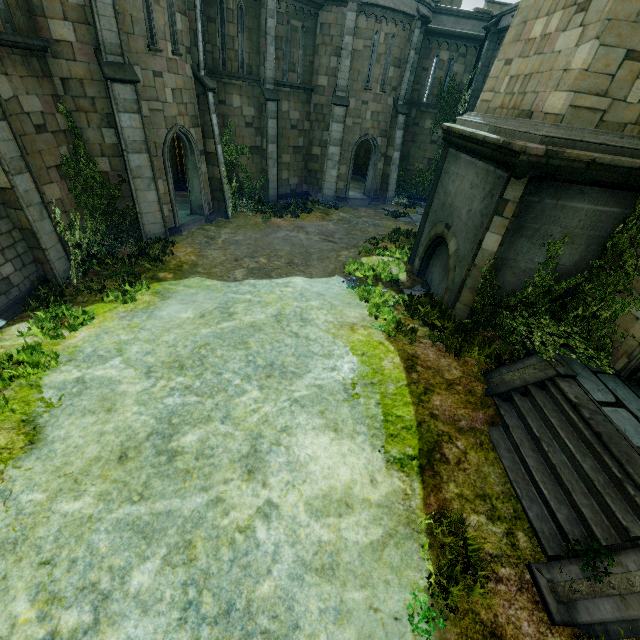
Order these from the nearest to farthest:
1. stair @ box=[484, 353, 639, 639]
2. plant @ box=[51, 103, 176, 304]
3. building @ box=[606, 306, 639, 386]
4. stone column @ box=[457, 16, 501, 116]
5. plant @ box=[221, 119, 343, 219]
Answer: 1. stair @ box=[484, 353, 639, 639]
2. building @ box=[606, 306, 639, 386]
3. plant @ box=[51, 103, 176, 304]
4. plant @ box=[221, 119, 343, 219]
5. stone column @ box=[457, 16, 501, 116]

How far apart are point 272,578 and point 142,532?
1.9 meters

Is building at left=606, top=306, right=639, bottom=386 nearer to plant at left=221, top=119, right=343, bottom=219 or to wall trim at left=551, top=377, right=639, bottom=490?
wall trim at left=551, top=377, right=639, bottom=490

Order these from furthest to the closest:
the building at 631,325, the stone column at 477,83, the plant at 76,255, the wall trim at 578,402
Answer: the stone column at 477,83 → the plant at 76,255 → the building at 631,325 → the wall trim at 578,402

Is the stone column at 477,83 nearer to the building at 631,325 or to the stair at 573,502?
the building at 631,325

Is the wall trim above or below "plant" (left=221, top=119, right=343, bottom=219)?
above

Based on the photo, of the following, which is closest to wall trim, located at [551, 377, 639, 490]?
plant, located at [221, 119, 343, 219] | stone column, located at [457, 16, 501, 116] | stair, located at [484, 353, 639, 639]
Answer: stair, located at [484, 353, 639, 639]

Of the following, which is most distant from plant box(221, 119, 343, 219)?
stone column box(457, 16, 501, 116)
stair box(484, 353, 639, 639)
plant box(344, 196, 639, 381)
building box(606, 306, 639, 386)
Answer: building box(606, 306, 639, 386)
